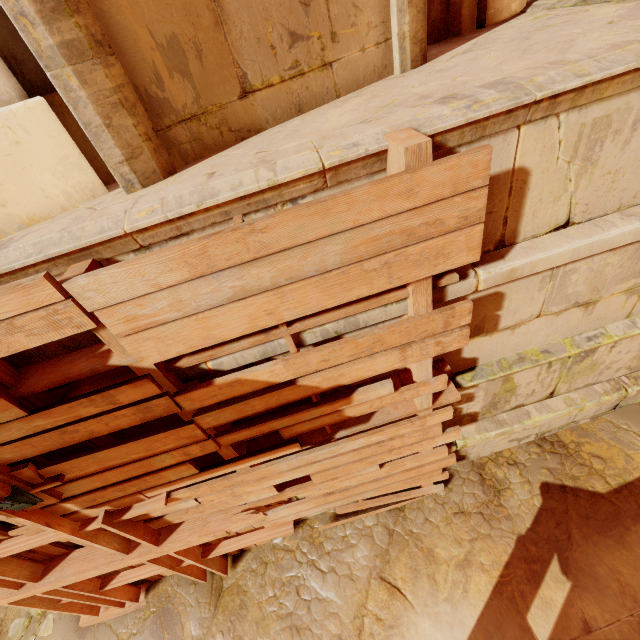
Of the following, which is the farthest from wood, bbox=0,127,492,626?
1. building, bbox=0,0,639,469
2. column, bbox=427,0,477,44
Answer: column, bbox=427,0,477,44

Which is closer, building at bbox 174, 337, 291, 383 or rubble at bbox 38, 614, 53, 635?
building at bbox 174, 337, 291, 383

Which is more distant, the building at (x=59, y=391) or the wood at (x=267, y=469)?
the building at (x=59, y=391)

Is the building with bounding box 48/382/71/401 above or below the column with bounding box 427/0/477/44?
below

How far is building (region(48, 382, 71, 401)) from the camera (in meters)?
2.12

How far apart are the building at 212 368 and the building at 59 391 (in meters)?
0.19

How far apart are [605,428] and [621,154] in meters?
3.7 m

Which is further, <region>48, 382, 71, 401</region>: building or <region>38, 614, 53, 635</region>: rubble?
<region>38, 614, 53, 635</region>: rubble
